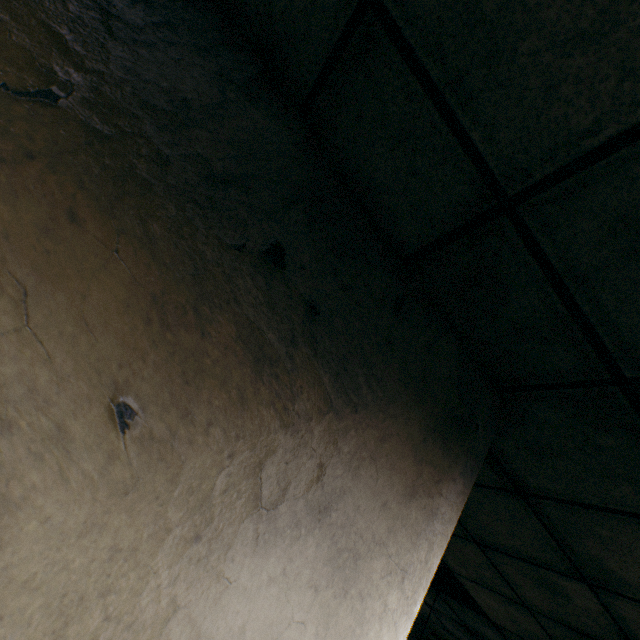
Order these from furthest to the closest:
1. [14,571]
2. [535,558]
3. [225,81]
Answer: [535,558], [225,81], [14,571]
